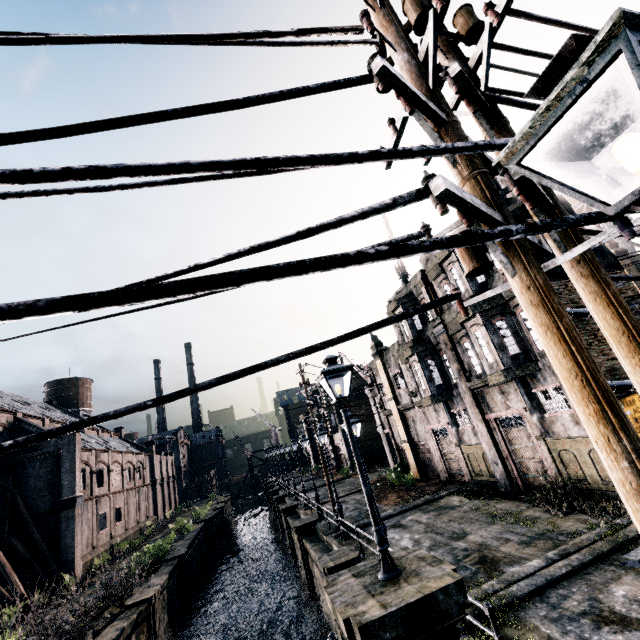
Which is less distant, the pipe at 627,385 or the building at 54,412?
the pipe at 627,385

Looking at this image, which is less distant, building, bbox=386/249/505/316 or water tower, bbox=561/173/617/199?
building, bbox=386/249/505/316

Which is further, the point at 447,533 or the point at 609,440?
the point at 447,533

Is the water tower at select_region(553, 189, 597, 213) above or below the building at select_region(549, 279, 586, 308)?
above

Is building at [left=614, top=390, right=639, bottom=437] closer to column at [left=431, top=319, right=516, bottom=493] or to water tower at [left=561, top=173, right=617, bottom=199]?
column at [left=431, top=319, right=516, bottom=493]

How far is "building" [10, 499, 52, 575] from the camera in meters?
25.8 m

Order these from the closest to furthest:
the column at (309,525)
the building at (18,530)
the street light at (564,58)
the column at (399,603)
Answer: the street light at (564,58), the column at (399,603), the column at (309,525), the building at (18,530)

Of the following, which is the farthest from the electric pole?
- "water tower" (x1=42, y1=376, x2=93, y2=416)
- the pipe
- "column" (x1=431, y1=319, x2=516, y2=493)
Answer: "water tower" (x1=42, y1=376, x2=93, y2=416)
